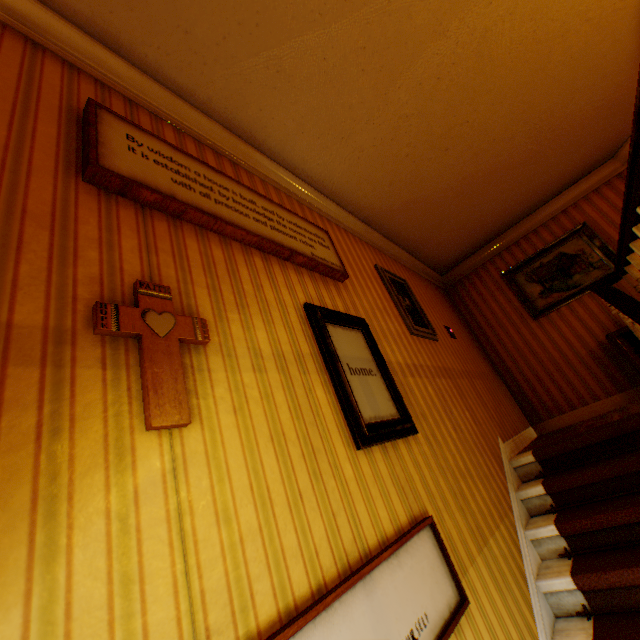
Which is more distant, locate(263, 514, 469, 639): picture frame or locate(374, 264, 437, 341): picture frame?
locate(374, 264, 437, 341): picture frame

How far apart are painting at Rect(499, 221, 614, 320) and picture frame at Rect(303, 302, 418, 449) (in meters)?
4.05

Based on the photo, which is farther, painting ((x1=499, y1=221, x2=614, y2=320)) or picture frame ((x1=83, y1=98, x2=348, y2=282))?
painting ((x1=499, y1=221, x2=614, y2=320))

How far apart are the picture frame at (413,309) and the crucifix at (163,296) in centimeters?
254cm

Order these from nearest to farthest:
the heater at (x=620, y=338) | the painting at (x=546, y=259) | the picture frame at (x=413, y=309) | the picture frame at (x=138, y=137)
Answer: the picture frame at (x=138, y=137) → the picture frame at (x=413, y=309) → the heater at (x=620, y=338) → the painting at (x=546, y=259)

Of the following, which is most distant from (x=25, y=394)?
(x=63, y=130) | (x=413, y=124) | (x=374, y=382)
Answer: (x=413, y=124)

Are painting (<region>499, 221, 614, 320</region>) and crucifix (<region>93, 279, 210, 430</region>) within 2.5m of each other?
no

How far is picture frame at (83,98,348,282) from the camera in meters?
1.6
